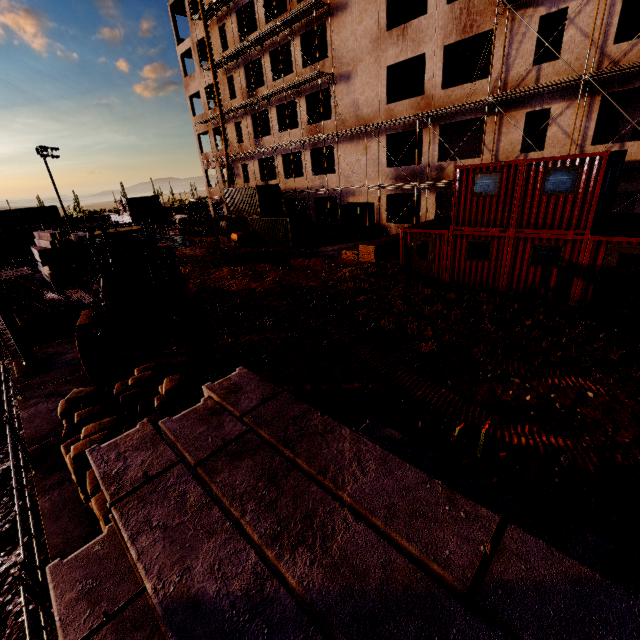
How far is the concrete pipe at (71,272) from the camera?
20.9 meters

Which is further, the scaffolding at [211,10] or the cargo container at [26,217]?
the cargo container at [26,217]

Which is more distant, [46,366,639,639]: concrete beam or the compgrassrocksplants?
the compgrassrocksplants

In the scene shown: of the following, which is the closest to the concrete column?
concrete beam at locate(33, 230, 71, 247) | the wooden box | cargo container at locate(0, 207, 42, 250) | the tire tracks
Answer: the wooden box

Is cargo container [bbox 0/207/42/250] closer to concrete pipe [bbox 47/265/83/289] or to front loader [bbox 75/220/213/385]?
concrete pipe [bbox 47/265/83/289]

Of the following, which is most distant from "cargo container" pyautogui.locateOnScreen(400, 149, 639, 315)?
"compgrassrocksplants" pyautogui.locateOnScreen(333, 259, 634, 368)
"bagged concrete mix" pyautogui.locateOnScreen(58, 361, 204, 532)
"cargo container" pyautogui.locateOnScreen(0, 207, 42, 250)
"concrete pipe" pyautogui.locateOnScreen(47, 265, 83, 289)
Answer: "cargo container" pyautogui.locateOnScreen(0, 207, 42, 250)

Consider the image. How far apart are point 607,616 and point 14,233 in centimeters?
6381cm

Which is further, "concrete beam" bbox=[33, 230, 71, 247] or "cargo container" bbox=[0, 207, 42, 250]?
"cargo container" bbox=[0, 207, 42, 250]
